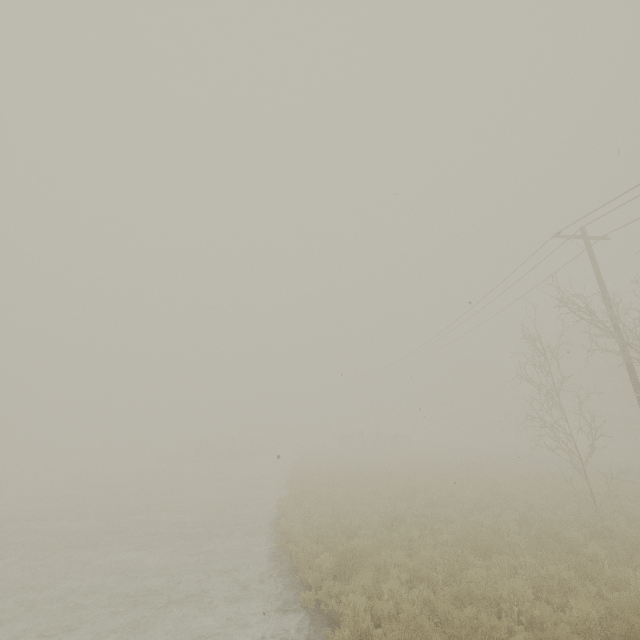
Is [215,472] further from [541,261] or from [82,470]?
[541,261]
